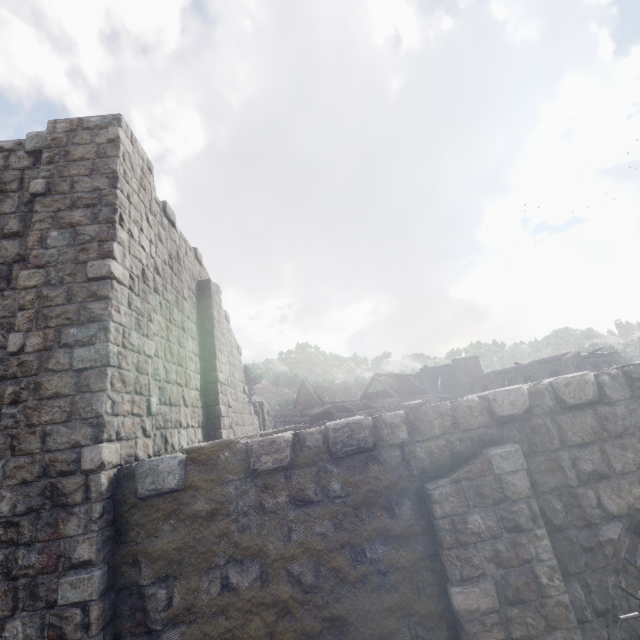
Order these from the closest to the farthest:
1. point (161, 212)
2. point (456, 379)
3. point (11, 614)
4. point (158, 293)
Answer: point (11, 614) < point (158, 293) < point (161, 212) < point (456, 379)
